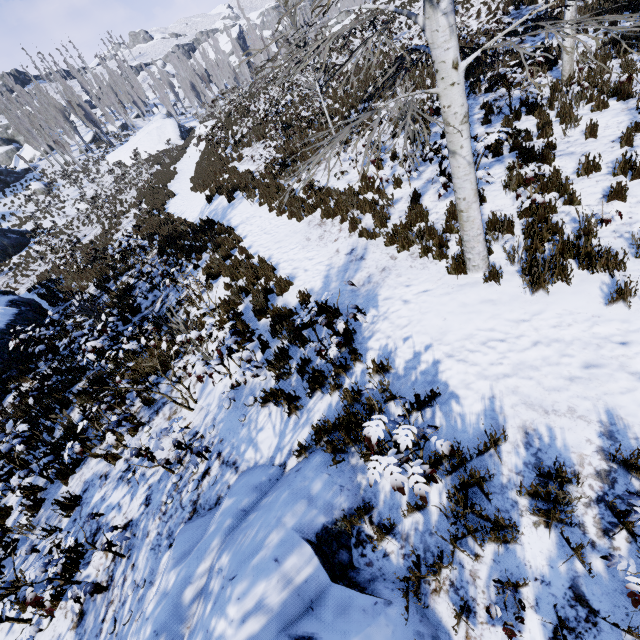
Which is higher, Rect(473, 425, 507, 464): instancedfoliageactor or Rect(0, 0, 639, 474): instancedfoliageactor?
Rect(0, 0, 639, 474): instancedfoliageactor

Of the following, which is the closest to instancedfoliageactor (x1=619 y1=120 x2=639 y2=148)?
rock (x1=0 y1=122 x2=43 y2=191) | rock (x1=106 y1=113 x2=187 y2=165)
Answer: rock (x1=106 y1=113 x2=187 y2=165)

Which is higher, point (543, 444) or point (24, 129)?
point (24, 129)

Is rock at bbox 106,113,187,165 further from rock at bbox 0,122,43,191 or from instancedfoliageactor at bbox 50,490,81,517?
rock at bbox 0,122,43,191

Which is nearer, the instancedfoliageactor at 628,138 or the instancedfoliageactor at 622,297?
the instancedfoliageactor at 622,297

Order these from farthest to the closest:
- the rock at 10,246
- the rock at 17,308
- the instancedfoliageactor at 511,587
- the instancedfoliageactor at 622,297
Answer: the rock at 10,246, the rock at 17,308, the instancedfoliageactor at 622,297, the instancedfoliageactor at 511,587

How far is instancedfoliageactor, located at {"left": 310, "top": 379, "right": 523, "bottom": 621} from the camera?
2.76m

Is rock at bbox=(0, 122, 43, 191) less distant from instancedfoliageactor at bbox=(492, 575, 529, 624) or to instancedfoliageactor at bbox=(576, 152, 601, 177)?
instancedfoliageactor at bbox=(492, 575, 529, 624)
